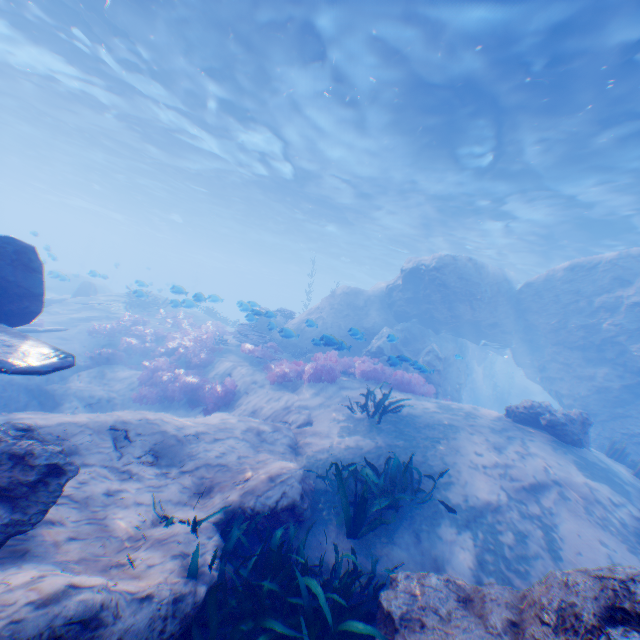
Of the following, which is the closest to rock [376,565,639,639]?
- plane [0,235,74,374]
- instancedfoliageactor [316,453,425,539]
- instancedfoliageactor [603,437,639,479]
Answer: plane [0,235,74,374]

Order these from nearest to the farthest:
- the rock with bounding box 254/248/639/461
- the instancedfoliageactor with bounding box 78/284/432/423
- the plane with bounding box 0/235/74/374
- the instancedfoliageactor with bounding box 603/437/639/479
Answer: the plane with bounding box 0/235/74/374 → the instancedfoliageactor with bounding box 603/437/639/479 → the instancedfoliageactor with bounding box 78/284/432/423 → the rock with bounding box 254/248/639/461

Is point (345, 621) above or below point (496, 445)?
below

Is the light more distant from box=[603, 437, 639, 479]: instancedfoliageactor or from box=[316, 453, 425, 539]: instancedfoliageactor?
box=[316, 453, 425, 539]: instancedfoliageactor

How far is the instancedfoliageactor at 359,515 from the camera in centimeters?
465cm

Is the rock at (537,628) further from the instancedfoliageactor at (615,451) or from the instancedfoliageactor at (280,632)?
the instancedfoliageactor at (615,451)

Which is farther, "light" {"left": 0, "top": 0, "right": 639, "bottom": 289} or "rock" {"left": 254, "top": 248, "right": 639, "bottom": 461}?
"rock" {"left": 254, "top": 248, "right": 639, "bottom": 461}

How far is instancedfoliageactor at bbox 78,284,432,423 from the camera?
11.1 meters
